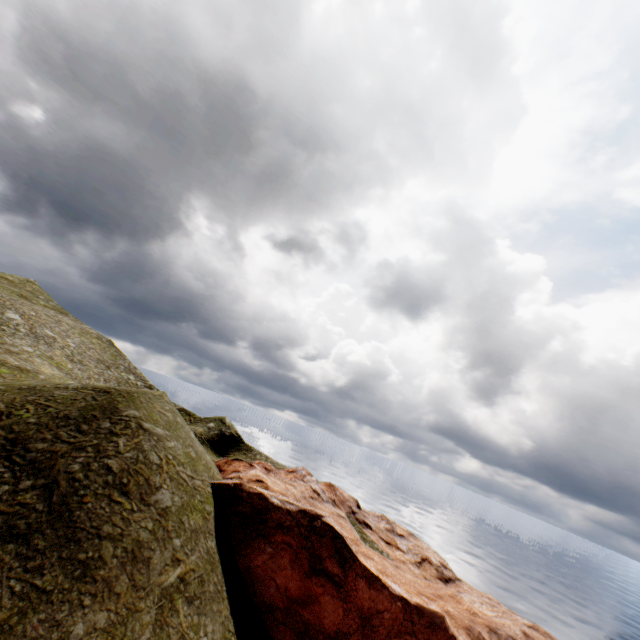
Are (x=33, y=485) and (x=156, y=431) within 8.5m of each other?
yes
